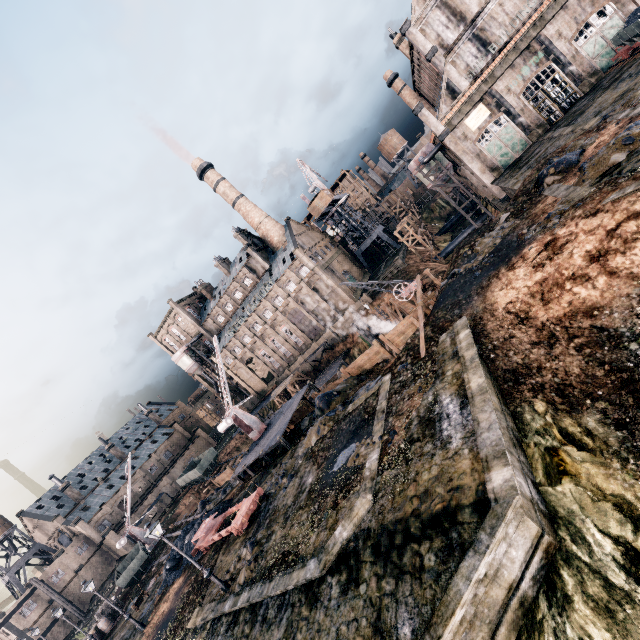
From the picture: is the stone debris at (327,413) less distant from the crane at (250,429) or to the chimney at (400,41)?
the crane at (250,429)

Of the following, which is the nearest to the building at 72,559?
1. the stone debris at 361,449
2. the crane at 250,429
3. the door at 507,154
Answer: the crane at 250,429

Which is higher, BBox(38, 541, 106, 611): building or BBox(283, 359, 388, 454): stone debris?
BBox(38, 541, 106, 611): building

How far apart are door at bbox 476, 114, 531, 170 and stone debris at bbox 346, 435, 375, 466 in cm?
3913

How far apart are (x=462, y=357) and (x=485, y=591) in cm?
935

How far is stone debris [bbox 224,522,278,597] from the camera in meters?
17.1 m

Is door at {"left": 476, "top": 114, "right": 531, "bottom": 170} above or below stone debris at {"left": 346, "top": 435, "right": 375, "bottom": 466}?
above

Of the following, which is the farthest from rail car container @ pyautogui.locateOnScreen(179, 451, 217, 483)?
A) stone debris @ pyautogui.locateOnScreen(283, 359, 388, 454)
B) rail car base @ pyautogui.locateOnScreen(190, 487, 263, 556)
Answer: rail car base @ pyautogui.locateOnScreen(190, 487, 263, 556)
